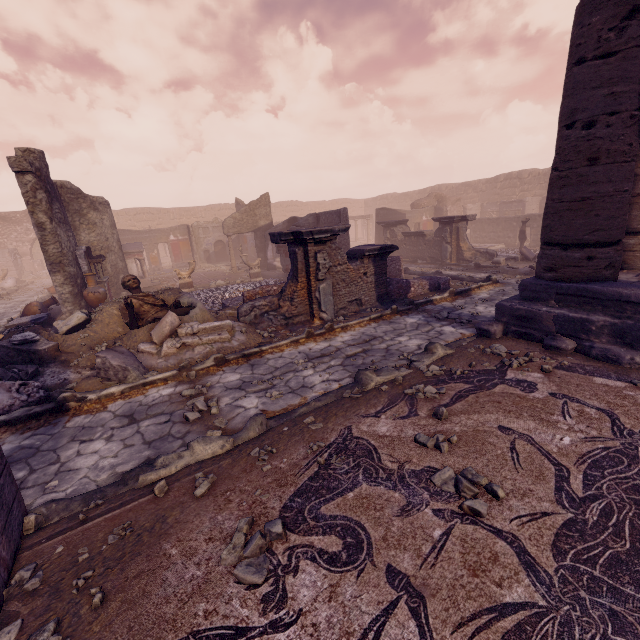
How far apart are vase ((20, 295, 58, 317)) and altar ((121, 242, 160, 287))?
3.6m

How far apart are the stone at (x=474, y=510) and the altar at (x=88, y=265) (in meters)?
12.93

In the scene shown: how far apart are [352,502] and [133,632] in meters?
1.6 m

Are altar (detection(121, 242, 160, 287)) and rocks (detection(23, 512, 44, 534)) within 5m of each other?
no

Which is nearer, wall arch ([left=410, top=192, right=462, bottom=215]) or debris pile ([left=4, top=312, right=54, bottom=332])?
debris pile ([left=4, top=312, right=54, bottom=332])

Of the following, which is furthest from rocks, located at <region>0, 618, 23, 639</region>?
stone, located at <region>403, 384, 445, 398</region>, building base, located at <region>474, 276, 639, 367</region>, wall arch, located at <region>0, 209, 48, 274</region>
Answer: wall arch, located at <region>0, 209, 48, 274</region>

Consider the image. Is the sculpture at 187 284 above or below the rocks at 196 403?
above

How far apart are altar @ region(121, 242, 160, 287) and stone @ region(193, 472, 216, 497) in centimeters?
1457cm
